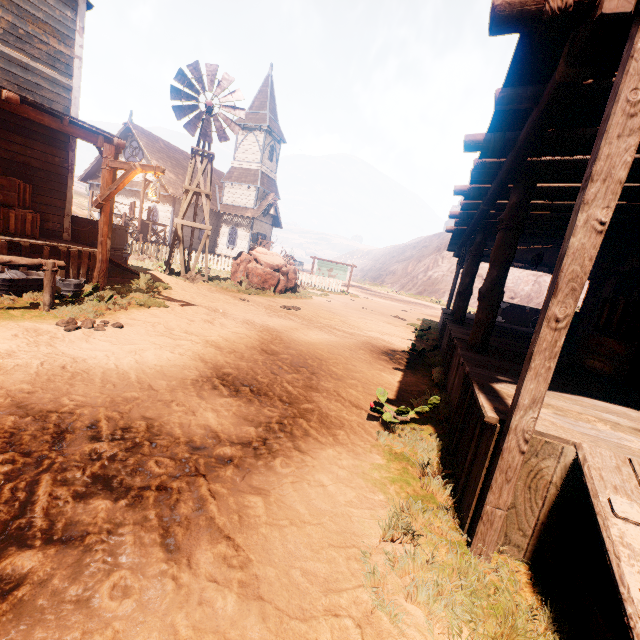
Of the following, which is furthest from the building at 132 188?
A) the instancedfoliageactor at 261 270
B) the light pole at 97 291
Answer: the instancedfoliageactor at 261 270

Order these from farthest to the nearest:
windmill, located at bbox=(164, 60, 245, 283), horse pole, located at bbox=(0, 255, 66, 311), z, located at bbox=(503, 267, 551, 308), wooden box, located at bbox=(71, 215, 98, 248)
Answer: z, located at bbox=(503, 267, 551, 308), windmill, located at bbox=(164, 60, 245, 283), wooden box, located at bbox=(71, 215, 98, 248), horse pole, located at bbox=(0, 255, 66, 311)

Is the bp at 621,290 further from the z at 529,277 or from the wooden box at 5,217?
the wooden box at 5,217

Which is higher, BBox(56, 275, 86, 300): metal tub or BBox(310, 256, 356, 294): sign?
BBox(310, 256, 356, 294): sign

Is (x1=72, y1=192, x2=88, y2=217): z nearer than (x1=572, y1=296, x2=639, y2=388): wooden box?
No

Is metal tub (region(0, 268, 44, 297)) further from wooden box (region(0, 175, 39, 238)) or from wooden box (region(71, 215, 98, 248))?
wooden box (region(71, 215, 98, 248))

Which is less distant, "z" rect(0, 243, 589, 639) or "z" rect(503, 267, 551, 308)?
"z" rect(0, 243, 589, 639)

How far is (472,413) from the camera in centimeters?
304cm
